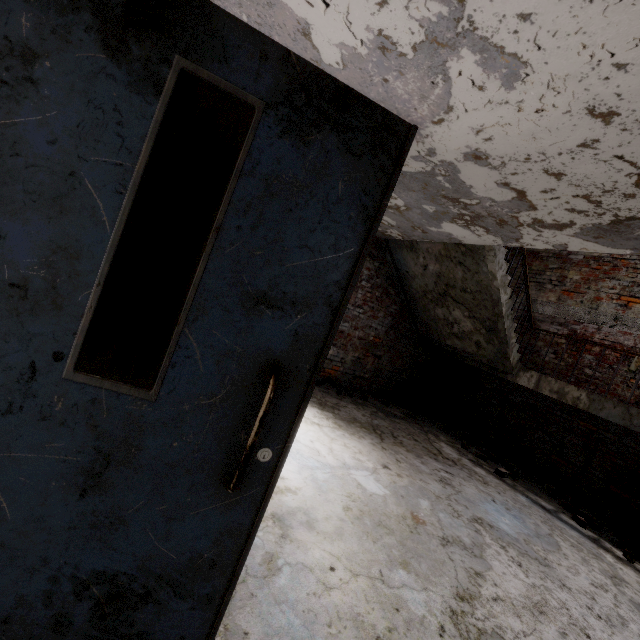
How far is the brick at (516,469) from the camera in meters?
5.3 m

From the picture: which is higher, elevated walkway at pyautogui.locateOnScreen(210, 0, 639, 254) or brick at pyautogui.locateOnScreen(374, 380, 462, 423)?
elevated walkway at pyautogui.locateOnScreen(210, 0, 639, 254)

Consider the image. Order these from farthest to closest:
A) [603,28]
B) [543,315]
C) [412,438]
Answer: [543,315] < [412,438] < [603,28]

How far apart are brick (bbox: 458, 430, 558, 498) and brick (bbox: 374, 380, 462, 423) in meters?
1.3 m

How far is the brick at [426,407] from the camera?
7.4 meters

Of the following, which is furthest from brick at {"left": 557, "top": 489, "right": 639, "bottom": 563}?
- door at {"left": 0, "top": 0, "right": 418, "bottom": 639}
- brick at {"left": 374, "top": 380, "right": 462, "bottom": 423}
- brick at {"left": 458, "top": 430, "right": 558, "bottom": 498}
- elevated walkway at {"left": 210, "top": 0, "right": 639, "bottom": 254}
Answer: door at {"left": 0, "top": 0, "right": 418, "bottom": 639}

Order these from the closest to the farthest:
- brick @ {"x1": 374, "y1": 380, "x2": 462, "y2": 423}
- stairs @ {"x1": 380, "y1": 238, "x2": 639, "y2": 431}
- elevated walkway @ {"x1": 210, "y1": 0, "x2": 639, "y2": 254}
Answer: elevated walkway @ {"x1": 210, "y1": 0, "x2": 639, "y2": 254} → stairs @ {"x1": 380, "y1": 238, "x2": 639, "y2": 431} → brick @ {"x1": 374, "y1": 380, "x2": 462, "y2": 423}

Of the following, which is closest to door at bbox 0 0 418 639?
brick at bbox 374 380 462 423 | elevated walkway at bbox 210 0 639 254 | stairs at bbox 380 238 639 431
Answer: elevated walkway at bbox 210 0 639 254
